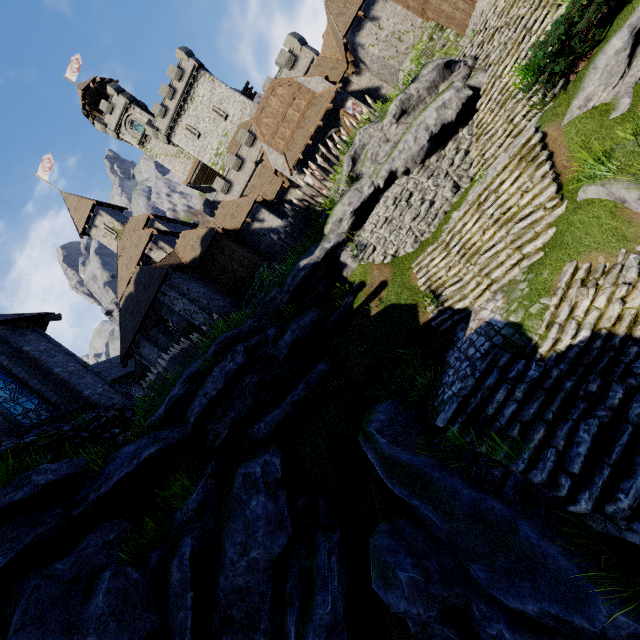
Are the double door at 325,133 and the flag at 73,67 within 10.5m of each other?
no

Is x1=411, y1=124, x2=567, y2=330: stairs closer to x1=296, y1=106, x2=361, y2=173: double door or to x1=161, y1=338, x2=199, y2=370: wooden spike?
x1=161, y1=338, x2=199, y2=370: wooden spike

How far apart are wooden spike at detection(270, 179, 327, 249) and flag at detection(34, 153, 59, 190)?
33.1m

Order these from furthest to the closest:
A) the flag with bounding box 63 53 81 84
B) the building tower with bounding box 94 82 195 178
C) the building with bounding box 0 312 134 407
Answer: the flag with bounding box 63 53 81 84 → the building tower with bounding box 94 82 195 178 → the building with bounding box 0 312 134 407

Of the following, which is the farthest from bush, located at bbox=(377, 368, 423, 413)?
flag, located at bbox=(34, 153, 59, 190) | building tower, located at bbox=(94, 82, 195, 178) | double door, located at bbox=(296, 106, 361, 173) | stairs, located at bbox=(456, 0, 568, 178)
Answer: building tower, located at bbox=(94, 82, 195, 178)

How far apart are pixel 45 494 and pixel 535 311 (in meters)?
12.27

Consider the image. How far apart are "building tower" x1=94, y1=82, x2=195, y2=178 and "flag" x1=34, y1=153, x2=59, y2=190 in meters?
15.5 m

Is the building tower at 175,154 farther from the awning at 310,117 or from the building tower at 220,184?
the awning at 310,117
